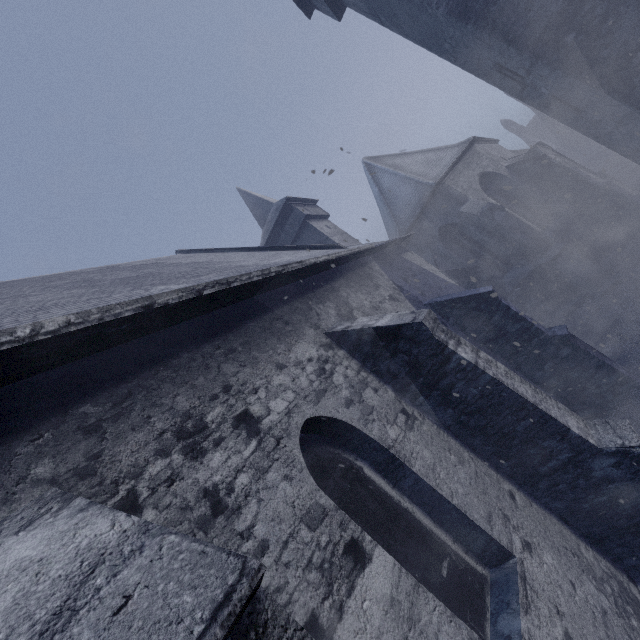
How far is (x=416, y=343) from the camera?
4.46m
